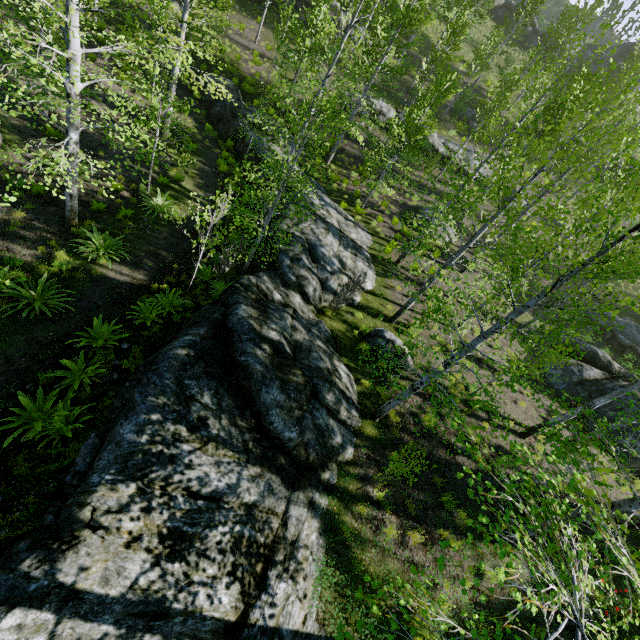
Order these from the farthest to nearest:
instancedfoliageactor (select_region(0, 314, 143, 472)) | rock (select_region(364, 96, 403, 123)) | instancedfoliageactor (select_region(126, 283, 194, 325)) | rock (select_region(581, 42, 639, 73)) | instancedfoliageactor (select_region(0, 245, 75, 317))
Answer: rock (select_region(581, 42, 639, 73)) < rock (select_region(364, 96, 403, 123)) < instancedfoliageactor (select_region(126, 283, 194, 325)) < instancedfoliageactor (select_region(0, 245, 75, 317)) < instancedfoliageactor (select_region(0, 314, 143, 472))

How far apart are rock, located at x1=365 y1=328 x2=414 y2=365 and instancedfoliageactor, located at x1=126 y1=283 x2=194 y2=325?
6.1m

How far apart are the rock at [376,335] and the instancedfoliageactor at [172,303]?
6.1m

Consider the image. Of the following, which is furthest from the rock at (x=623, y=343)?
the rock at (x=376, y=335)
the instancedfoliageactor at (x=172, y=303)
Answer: the instancedfoliageactor at (x=172, y=303)

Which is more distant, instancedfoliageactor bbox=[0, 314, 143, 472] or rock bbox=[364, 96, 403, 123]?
rock bbox=[364, 96, 403, 123]

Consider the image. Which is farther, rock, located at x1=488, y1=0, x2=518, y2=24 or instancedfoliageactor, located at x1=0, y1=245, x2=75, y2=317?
rock, located at x1=488, y1=0, x2=518, y2=24

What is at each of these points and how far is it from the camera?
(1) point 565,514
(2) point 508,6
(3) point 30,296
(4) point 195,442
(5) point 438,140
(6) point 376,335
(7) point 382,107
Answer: (1) instancedfoliageactor, 4.1m
(2) rock, 41.0m
(3) instancedfoliageactor, 8.1m
(4) rock, 5.5m
(5) rock, 26.7m
(6) rock, 11.5m
(7) rock, 25.4m

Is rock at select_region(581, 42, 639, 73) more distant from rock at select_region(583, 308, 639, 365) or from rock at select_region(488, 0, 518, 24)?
rock at select_region(583, 308, 639, 365)
